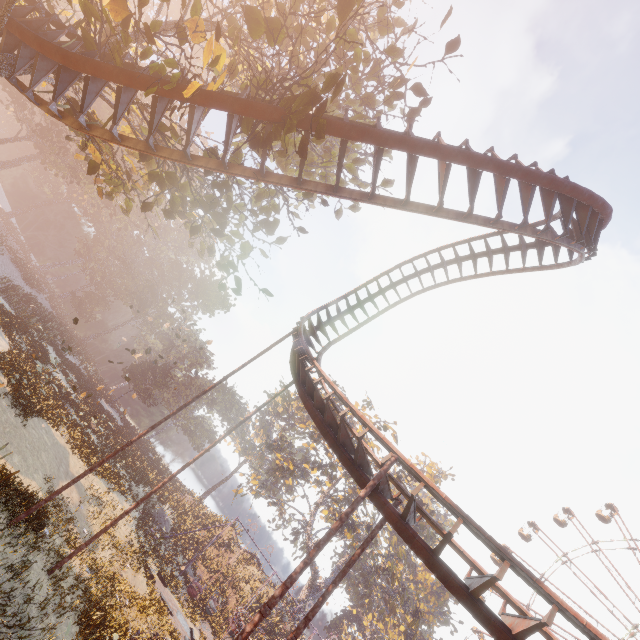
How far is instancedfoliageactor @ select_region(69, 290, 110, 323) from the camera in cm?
5656

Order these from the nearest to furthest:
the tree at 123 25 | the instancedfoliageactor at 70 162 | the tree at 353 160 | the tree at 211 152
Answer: the tree at 123 25 < the tree at 211 152 < the tree at 353 160 < the instancedfoliageactor at 70 162

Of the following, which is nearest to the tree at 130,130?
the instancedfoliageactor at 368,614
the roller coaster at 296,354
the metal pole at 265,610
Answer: the roller coaster at 296,354

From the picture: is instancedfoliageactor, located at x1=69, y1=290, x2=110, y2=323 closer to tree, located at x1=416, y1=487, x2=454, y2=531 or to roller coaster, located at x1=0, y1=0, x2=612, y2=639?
roller coaster, located at x1=0, y1=0, x2=612, y2=639

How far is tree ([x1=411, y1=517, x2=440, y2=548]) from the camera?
47.6m

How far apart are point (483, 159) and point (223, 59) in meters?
6.4 m

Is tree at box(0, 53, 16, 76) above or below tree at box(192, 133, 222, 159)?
below
